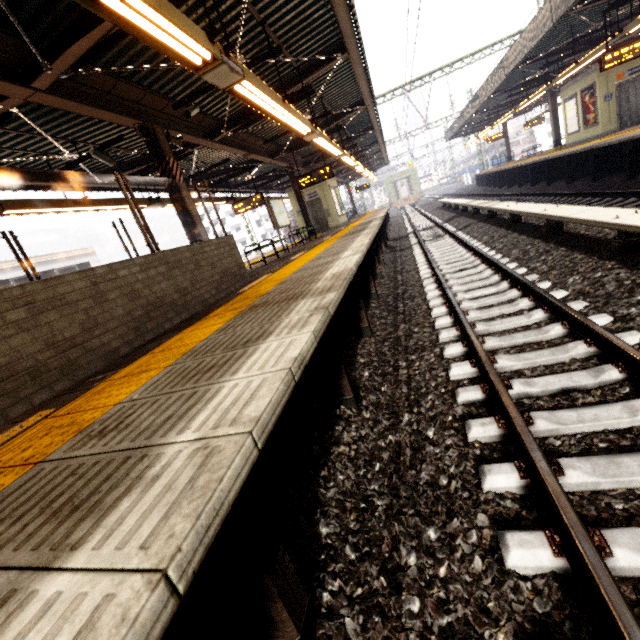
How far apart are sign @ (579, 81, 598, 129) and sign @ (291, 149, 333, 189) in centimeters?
1253cm

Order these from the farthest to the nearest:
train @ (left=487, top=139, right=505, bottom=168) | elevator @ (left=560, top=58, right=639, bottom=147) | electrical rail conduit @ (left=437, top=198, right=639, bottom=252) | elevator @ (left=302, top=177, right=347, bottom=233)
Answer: train @ (left=487, top=139, right=505, bottom=168) < elevator @ (left=302, top=177, right=347, bottom=233) < elevator @ (left=560, top=58, right=639, bottom=147) < electrical rail conduit @ (left=437, top=198, right=639, bottom=252)

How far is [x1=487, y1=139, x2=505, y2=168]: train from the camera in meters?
40.8

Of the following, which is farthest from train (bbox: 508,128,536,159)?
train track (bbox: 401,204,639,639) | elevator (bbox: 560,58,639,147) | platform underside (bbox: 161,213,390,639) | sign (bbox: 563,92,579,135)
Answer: sign (bbox: 563,92,579,135)

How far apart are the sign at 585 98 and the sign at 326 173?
12.5m

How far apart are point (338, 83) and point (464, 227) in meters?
6.5

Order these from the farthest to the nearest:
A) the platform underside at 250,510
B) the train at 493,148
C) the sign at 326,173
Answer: the train at 493,148, the sign at 326,173, the platform underside at 250,510

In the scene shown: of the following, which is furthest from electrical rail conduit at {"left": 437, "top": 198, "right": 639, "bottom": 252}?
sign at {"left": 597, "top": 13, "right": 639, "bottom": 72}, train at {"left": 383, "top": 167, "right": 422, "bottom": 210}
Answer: train at {"left": 383, "top": 167, "right": 422, "bottom": 210}
